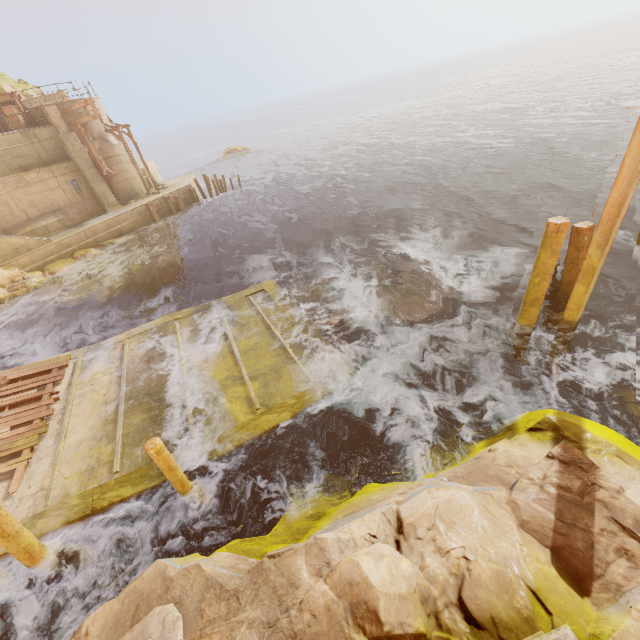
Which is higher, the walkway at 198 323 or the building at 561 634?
the building at 561 634

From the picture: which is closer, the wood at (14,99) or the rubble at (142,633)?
the rubble at (142,633)

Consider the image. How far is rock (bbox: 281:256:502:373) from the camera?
9.7m

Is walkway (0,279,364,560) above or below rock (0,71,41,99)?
below

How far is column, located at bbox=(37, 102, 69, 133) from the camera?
20.8m

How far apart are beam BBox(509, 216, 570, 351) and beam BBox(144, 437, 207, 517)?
8.6m

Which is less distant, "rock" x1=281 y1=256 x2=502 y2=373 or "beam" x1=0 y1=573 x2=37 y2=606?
"beam" x1=0 y1=573 x2=37 y2=606

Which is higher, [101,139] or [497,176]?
[101,139]
